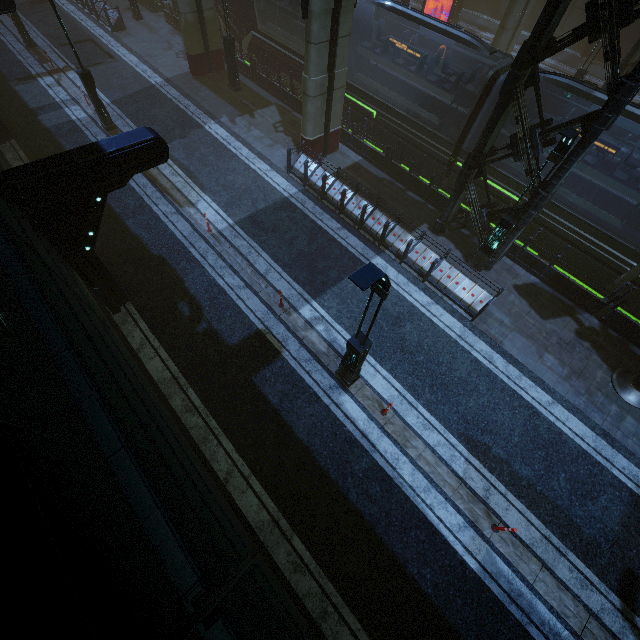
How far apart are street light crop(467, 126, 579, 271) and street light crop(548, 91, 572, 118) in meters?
14.5 m

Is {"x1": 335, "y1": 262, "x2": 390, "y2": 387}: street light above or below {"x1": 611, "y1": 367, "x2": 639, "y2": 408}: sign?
above

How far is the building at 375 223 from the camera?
11.84m

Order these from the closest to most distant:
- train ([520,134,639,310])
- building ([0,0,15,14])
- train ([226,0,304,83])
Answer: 1. train ([520,134,639,310])
2. building ([0,0,15,14])
3. train ([226,0,304,83])

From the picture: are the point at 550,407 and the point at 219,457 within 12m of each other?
yes

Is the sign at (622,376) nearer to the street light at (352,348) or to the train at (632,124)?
the train at (632,124)

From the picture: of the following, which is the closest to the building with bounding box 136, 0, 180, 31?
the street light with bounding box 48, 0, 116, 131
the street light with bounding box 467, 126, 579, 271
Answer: the street light with bounding box 467, 126, 579, 271

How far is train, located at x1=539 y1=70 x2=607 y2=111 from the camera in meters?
10.8 m
